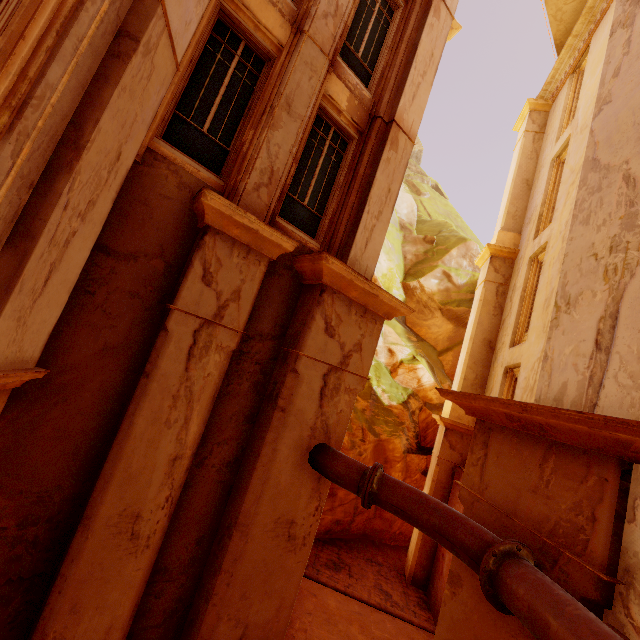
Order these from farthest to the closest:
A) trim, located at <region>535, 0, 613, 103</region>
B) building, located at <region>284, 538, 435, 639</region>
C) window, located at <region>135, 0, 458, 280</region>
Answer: trim, located at <region>535, 0, 613, 103</region> < building, located at <region>284, 538, 435, 639</region> < window, located at <region>135, 0, 458, 280</region>

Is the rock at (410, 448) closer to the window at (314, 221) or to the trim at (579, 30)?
the window at (314, 221)

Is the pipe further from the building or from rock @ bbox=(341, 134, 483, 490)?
rock @ bbox=(341, 134, 483, 490)

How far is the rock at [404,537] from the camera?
11.7m

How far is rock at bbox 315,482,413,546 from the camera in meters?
11.7

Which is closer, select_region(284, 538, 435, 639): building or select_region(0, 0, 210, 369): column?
select_region(0, 0, 210, 369): column

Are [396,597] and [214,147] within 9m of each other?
no

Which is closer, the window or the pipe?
the pipe
